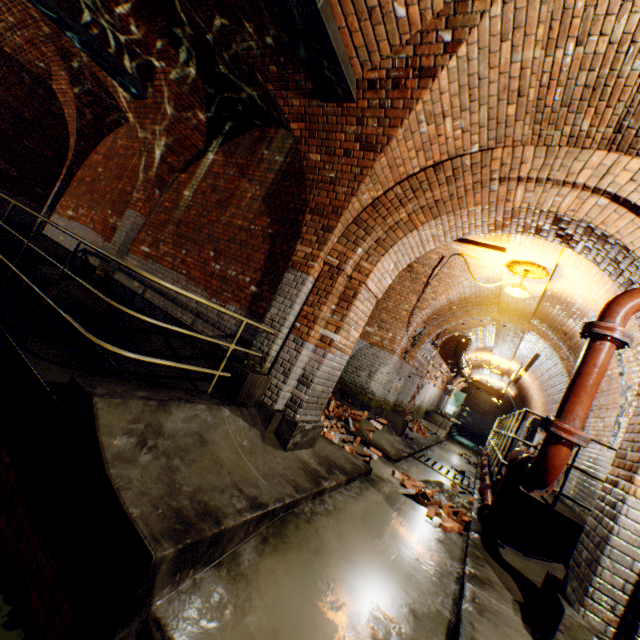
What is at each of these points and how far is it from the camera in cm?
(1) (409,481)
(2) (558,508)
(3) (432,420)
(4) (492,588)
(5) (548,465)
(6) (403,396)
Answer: (1) bricks, 623
(2) walkway, 519
(3) stairs, 1688
(4) building tunnel, 343
(5) pipe, 289
(6) building tunnel, 1206

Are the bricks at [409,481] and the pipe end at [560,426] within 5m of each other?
yes

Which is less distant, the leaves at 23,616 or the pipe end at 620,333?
the leaves at 23,616

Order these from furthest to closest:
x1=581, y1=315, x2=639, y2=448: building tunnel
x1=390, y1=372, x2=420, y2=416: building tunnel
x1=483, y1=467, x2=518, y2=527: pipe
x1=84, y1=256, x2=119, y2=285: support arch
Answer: x1=390, y1=372, x2=420, y2=416: building tunnel < x1=84, y1=256, x2=119, y2=285: support arch < x1=581, y1=315, x2=639, y2=448: building tunnel < x1=483, y1=467, x2=518, y2=527: pipe

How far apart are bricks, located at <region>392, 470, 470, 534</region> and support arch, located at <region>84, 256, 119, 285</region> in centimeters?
723cm

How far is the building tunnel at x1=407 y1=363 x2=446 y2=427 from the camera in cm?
1397

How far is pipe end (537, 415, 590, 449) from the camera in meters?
2.8

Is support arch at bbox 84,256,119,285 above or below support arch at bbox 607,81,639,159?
below
